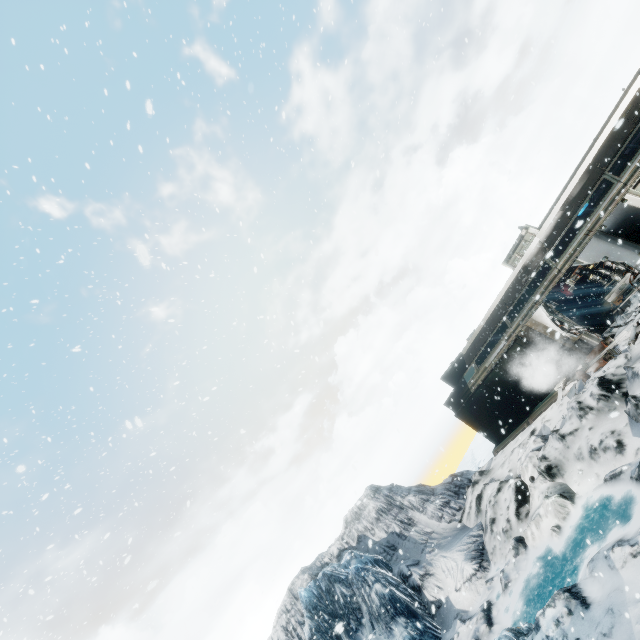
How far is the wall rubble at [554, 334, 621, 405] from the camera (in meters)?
12.12

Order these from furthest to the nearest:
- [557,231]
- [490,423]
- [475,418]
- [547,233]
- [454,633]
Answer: [475,418] < [490,423] < [547,233] < [557,231] < [454,633]

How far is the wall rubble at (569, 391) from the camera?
12.12m
